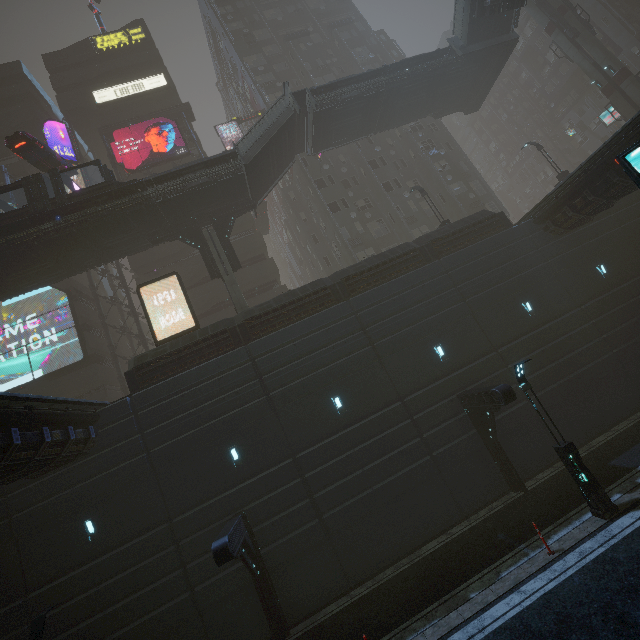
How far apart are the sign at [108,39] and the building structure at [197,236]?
30.5 meters

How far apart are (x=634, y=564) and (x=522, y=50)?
71.33m

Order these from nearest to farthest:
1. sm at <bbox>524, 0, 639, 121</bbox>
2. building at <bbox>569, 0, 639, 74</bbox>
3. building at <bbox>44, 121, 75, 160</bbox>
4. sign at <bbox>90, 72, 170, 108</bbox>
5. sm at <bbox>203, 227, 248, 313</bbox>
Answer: sm at <bbox>203, 227, 248, 313</bbox>, sm at <bbox>524, 0, 639, 121</bbox>, building at <bbox>44, 121, 75, 160</bbox>, sign at <bbox>90, 72, 170, 108</bbox>, building at <bbox>569, 0, 639, 74</bbox>

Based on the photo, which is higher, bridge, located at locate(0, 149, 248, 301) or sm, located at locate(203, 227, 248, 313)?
bridge, located at locate(0, 149, 248, 301)

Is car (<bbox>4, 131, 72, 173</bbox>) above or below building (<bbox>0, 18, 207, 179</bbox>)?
below

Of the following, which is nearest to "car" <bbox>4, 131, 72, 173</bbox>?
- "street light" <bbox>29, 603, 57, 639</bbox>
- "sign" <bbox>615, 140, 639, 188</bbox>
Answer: "street light" <bbox>29, 603, 57, 639</bbox>

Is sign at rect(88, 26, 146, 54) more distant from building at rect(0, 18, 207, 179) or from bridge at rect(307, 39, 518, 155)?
bridge at rect(307, 39, 518, 155)

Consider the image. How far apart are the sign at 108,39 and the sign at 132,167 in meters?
13.5 m
